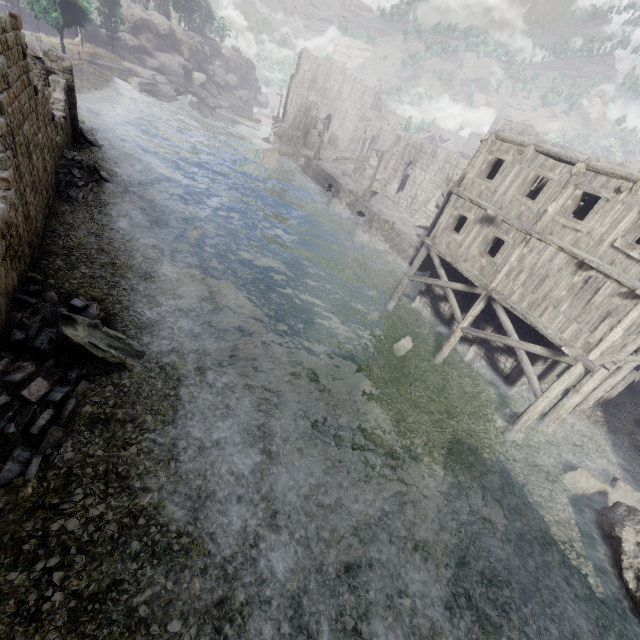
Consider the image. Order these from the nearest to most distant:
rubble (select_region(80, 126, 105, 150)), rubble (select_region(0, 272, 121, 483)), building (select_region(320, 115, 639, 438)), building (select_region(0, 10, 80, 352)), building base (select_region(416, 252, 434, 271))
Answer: rubble (select_region(0, 272, 121, 483)) < building (select_region(0, 10, 80, 352)) < building (select_region(320, 115, 639, 438)) < rubble (select_region(80, 126, 105, 150)) < building base (select_region(416, 252, 434, 271))

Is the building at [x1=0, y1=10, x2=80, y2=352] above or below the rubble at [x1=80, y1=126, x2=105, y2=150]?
above

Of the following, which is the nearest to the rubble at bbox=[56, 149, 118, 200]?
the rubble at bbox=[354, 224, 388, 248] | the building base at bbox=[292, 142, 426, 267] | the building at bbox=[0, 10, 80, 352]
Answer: the building at bbox=[0, 10, 80, 352]

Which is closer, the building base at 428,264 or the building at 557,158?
the building at 557,158

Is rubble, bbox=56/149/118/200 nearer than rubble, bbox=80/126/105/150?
Yes

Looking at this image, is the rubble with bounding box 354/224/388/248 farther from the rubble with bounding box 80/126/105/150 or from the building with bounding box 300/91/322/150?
the rubble with bounding box 80/126/105/150

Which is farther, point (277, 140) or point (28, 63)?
point (277, 140)

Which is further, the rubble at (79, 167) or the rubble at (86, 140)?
the rubble at (86, 140)
